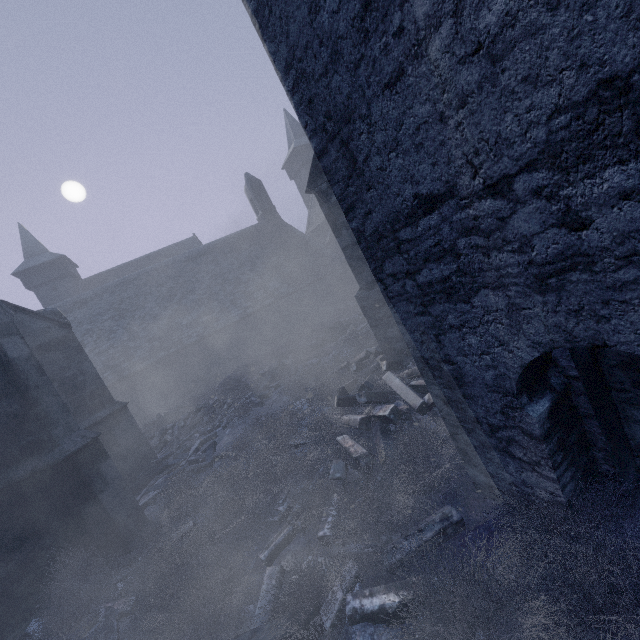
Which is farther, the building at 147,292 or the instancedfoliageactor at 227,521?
the instancedfoliageactor at 227,521

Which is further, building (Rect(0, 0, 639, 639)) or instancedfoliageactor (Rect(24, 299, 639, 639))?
instancedfoliageactor (Rect(24, 299, 639, 639))

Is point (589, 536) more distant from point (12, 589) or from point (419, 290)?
point (12, 589)

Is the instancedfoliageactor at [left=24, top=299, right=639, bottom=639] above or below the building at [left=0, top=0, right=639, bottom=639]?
below

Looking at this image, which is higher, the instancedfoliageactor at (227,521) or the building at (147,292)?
the building at (147,292)
